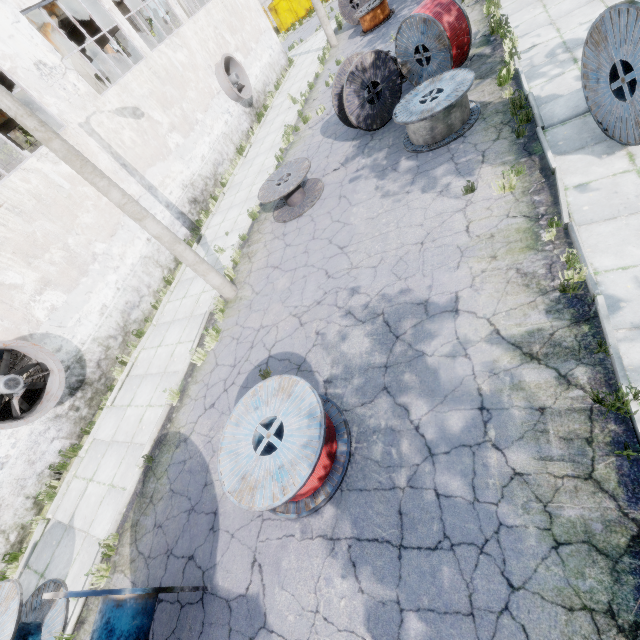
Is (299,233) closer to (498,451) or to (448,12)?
(448,12)

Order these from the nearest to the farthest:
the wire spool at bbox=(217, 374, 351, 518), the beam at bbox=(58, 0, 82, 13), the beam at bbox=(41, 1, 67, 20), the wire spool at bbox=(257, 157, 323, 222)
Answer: the wire spool at bbox=(217, 374, 351, 518) < the wire spool at bbox=(257, 157, 323, 222) < the beam at bbox=(41, 1, 67, 20) < the beam at bbox=(58, 0, 82, 13)

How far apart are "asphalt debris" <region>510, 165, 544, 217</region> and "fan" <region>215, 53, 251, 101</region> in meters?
16.0 m

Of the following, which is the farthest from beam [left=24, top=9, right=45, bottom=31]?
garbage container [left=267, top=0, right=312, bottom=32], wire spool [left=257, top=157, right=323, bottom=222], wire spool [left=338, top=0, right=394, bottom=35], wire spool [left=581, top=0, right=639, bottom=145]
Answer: wire spool [left=581, top=0, right=639, bottom=145]

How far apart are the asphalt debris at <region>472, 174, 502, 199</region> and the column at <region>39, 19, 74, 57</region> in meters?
16.5 m

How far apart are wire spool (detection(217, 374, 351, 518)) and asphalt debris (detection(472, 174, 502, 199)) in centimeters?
480cm

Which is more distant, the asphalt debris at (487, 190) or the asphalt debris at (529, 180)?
the asphalt debris at (487, 190)

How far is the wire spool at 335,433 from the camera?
4.5m
